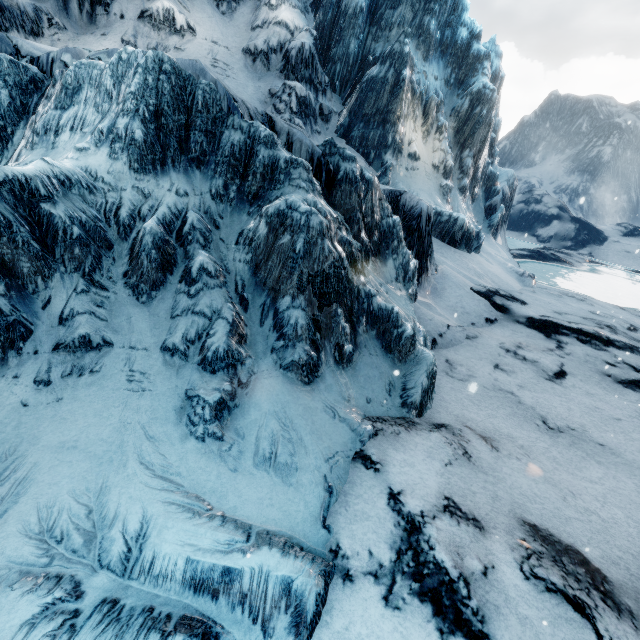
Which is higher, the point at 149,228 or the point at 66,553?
the point at 149,228
